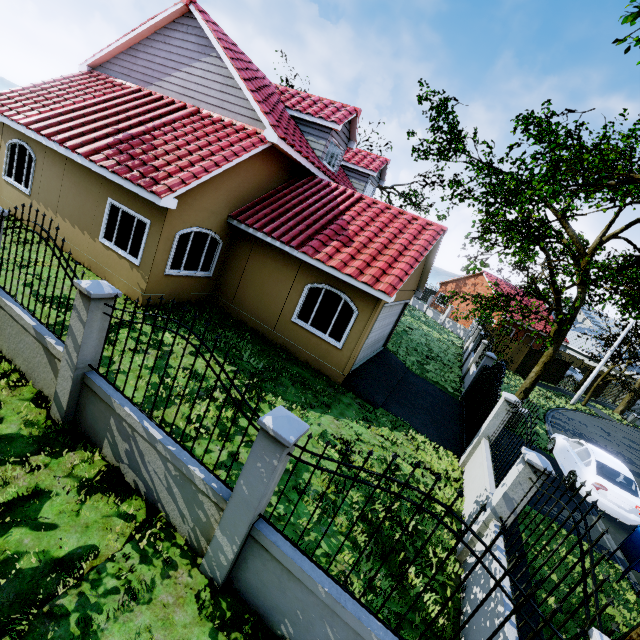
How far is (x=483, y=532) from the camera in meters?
5.7 m

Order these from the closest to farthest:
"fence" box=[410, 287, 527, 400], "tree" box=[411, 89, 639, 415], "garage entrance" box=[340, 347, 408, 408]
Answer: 1. "tree" box=[411, 89, 639, 415]
2. "garage entrance" box=[340, 347, 408, 408]
3. "fence" box=[410, 287, 527, 400]

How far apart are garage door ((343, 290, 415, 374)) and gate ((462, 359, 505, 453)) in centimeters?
398cm

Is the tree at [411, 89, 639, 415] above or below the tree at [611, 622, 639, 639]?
above

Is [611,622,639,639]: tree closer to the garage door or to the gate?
the gate

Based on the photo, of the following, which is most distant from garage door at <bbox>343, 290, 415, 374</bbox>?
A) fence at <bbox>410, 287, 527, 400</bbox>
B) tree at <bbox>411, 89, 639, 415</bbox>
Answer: fence at <bbox>410, 287, 527, 400</bbox>

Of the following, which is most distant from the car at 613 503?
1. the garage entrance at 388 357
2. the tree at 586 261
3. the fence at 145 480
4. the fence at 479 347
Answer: the garage entrance at 388 357

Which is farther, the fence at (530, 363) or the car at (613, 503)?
the fence at (530, 363)
